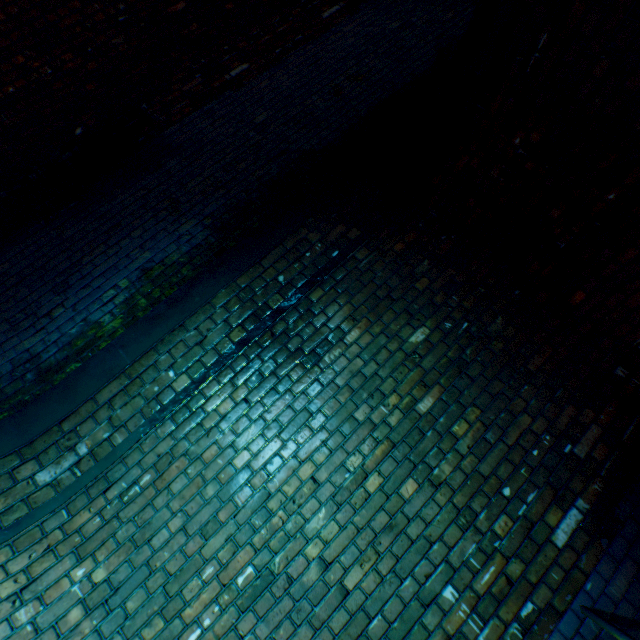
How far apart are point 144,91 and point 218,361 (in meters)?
3.28
